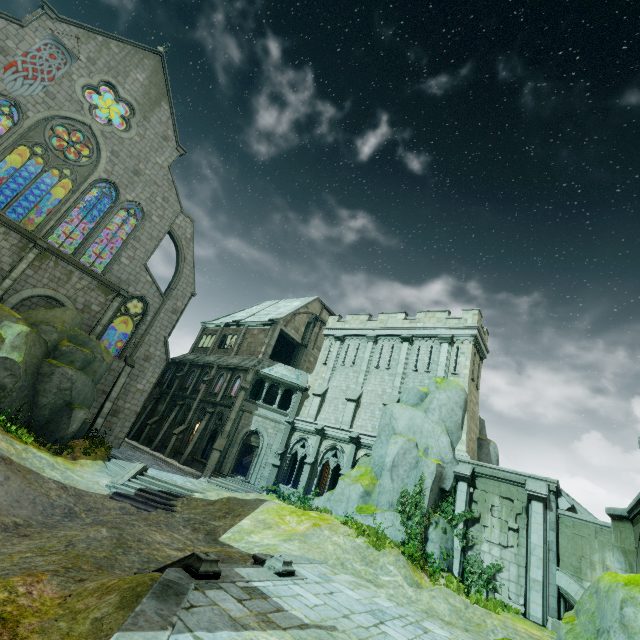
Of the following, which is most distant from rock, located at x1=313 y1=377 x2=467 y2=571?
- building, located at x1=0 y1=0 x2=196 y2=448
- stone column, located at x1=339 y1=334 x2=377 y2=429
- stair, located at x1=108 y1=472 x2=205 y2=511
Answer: building, located at x1=0 y1=0 x2=196 y2=448

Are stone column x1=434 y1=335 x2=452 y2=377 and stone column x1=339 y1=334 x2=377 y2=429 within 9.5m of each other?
yes

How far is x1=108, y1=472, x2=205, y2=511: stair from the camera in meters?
15.3

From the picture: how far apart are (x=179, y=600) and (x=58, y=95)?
31.1m

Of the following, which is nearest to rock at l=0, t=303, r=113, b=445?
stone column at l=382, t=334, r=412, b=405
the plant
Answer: the plant

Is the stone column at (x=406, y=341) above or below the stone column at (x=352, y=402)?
above

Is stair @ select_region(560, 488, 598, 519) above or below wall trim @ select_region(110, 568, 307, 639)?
above

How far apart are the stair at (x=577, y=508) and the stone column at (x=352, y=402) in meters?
13.0 m
